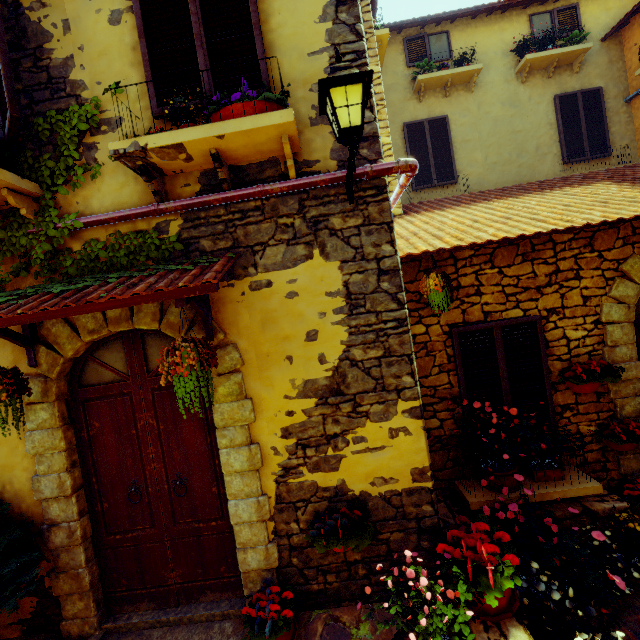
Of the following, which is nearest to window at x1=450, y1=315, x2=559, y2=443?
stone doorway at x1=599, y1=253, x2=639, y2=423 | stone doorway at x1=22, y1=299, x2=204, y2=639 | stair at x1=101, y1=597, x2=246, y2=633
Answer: stone doorway at x1=599, y1=253, x2=639, y2=423

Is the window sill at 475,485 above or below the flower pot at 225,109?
below

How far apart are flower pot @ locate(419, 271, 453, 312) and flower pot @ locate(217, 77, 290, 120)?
2.1m

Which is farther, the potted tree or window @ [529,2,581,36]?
window @ [529,2,581,36]

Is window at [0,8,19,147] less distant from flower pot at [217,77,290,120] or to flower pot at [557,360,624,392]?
flower pot at [217,77,290,120]

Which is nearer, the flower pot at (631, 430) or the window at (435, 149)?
the flower pot at (631, 430)

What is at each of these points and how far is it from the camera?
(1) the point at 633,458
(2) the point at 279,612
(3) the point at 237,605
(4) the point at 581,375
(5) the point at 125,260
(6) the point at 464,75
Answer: (1) stone doorway, 4.1m
(2) flower pot, 2.9m
(3) stair, 3.2m
(4) flower pot, 3.8m
(5) vines, 3.1m
(6) window sill, 7.7m

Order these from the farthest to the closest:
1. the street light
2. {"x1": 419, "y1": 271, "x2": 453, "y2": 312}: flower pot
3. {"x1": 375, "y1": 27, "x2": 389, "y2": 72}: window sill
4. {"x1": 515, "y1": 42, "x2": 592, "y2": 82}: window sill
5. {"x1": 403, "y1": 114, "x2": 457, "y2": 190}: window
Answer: {"x1": 403, "y1": 114, "x2": 457, "y2": 190}: window, {"x1": 515, "y1": 42, "x2": 592, "y2": 82}: window sill, {"x1": 375, "y1": 27, "x2": 389, "y2": 72}: window sill, {"x1": 419, "y1": 271, "x2": 453, "y2": 312}: flower pot, the street light
